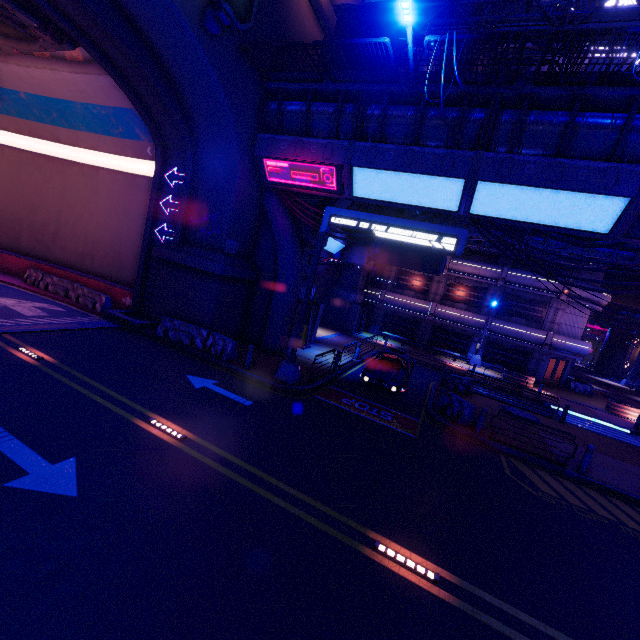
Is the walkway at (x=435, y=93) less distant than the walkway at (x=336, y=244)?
Yes

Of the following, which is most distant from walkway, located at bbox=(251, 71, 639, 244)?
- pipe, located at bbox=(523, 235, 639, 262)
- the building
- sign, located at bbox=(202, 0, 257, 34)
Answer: the building

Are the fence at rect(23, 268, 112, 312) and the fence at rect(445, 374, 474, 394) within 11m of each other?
no

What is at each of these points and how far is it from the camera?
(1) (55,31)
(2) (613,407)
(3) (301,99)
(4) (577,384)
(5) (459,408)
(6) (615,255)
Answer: (1) vent, 12.1m
(2) plant holder, 23.9m
(3) walkway, 15.2m
(4) fence, 29.6m
(5) fence, 13.8m
(6) pipe, 20.2m

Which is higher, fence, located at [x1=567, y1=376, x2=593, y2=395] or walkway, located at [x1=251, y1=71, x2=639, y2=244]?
walkway, located at [x1=251, y1=71, x2=639, y2=244]

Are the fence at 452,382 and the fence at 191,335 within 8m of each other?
no

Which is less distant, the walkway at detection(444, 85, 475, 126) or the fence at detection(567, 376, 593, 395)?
the walkway at detection(444, 85, 475, 126)

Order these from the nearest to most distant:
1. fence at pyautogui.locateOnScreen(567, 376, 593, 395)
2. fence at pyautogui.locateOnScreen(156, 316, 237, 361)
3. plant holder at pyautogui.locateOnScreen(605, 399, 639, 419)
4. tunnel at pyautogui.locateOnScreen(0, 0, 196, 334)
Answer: tunnel at pyautogui.locateOnScreen(0, 0, 196, 334) < fence at pyautogui.locateOnScreen(156, 316, 237, 361) < plant holder at pyautogui.locateOnScreen(605, 399, 639, 419) < fence at pyautogui.locateOnScreen(567, 376, 593, 395)
